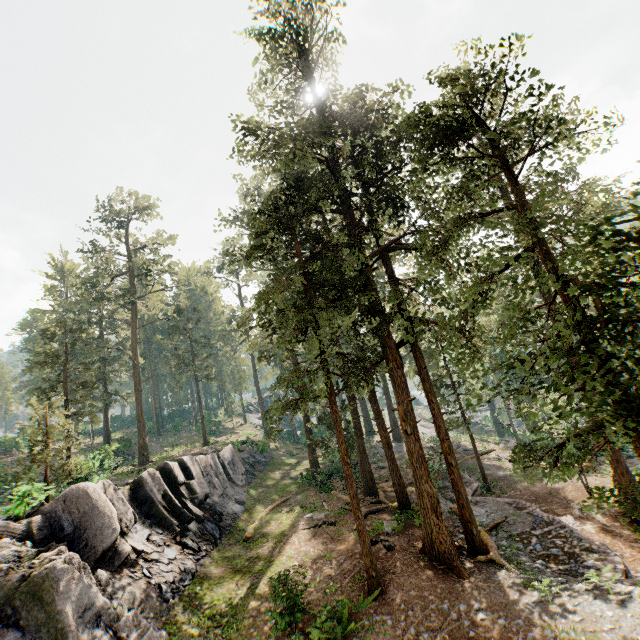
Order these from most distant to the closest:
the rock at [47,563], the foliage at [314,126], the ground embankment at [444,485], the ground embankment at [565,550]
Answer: the ground embankment at [444,485], the ground embankment at [565,550], the rock at [47,563], the foliage at [314,126]

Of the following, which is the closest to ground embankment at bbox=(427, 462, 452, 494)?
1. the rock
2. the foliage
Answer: the foliage

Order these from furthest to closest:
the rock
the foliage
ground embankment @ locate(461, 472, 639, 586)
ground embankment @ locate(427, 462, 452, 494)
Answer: ground embankment @ locate(427, 462, 452, 494) → ground embankment @ locate(461, 472, 639, 586) → the rock → the foliage

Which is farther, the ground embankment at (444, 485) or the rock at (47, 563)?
the ground embankment at (444, 485)

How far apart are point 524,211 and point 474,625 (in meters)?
12.80

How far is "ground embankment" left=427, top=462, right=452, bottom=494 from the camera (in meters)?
23.46

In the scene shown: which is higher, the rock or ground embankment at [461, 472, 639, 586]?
the rock
